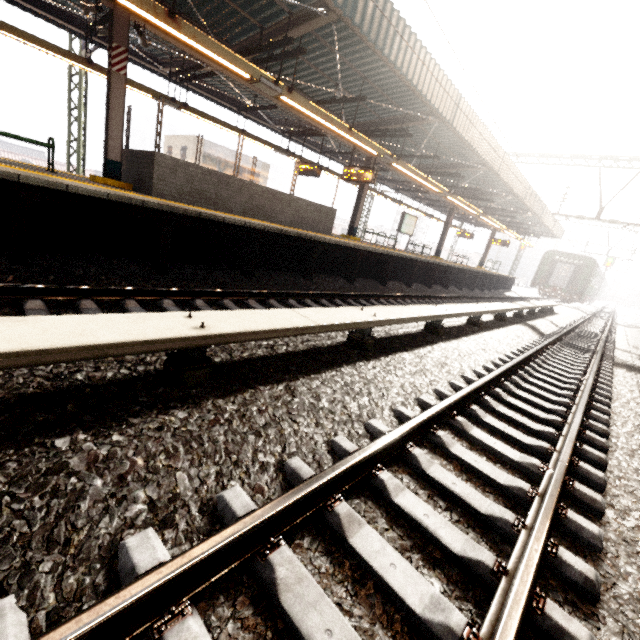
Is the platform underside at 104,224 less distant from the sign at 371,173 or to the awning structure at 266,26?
the awning structure at 266,26

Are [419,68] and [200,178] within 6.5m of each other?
yes

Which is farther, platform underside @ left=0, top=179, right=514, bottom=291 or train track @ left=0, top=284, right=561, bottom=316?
platform underside @ left=0, top=179, right=514, bottom=291

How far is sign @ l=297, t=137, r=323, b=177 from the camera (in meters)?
13.31

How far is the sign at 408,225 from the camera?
17.6 meters

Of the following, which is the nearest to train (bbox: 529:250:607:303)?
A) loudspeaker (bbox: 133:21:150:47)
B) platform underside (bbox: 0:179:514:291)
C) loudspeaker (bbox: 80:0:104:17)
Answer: platform underside (bbox: 0:179:514:291)

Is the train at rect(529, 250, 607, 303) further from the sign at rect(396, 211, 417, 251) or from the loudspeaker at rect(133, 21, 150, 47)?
the loudspeaker at rect(133, 21, 150, 47)

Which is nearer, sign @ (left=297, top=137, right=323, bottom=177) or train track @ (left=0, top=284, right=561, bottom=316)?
train track @ (left=0, top=284, right=561, bottom=316)
